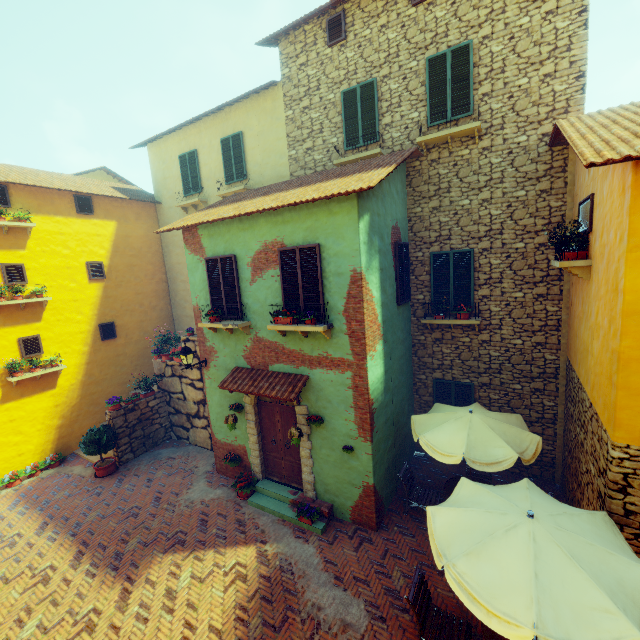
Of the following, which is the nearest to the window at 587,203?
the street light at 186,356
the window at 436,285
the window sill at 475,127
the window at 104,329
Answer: the window at 436,285

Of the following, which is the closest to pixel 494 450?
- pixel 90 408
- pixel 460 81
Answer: pixel 460 81

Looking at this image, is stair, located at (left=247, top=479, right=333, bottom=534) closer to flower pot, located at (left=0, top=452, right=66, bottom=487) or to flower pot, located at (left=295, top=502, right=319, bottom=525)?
flower pot, located at (left=295, top=502, right=319, bottom=525)

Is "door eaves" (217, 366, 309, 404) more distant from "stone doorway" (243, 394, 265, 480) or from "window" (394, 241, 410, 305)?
"window" (394, 241, 410, 305)

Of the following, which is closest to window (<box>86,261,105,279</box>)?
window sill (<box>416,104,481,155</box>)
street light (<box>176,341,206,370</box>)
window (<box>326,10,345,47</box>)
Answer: street light (<box>176,341,206,370</box>)

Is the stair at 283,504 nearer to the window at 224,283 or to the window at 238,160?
the window at 224,283

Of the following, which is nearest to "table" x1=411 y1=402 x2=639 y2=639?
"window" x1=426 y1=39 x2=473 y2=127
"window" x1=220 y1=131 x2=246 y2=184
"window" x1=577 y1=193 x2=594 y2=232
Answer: "window" x1=577 y1=193 x2=594 y2=232

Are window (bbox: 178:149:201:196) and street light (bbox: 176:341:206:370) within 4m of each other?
no
